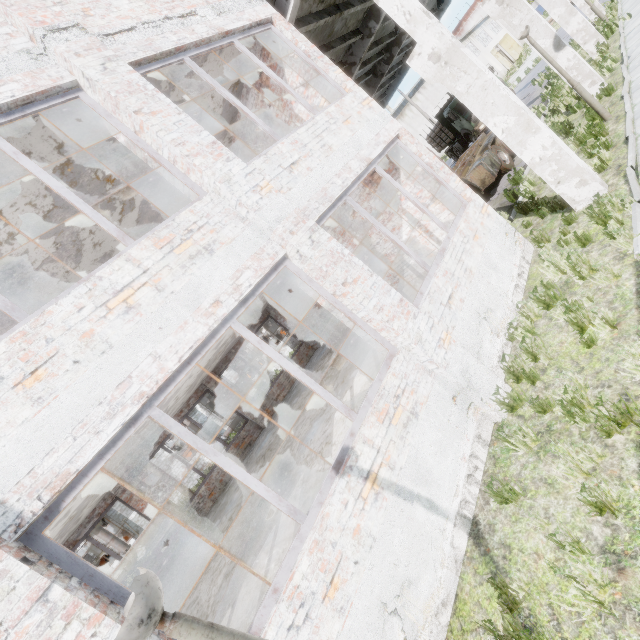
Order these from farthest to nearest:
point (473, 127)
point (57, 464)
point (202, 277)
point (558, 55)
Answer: point (473, 127) < point (558, 55) < point (202, 277) < point (57, 464)

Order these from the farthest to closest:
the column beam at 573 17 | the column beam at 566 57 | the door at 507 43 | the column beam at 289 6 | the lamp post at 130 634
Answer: the door at 507 43
the column beam at 573 17
the column beam at 566 57
the column beam at 289 6
the lamp post at 130 634

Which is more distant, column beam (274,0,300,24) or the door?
the door

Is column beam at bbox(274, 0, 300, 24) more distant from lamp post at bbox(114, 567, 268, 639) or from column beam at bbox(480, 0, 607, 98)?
lamp post at bbox(114, 567, 268, 639)

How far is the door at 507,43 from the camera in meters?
48.4 m

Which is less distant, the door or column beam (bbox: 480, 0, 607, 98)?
column beam (bbox: 480, 0, 607, 98)

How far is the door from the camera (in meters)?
48.41

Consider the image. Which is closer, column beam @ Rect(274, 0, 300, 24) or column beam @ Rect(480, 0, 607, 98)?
column beam @ Rect(274, 0, 300, 24)
